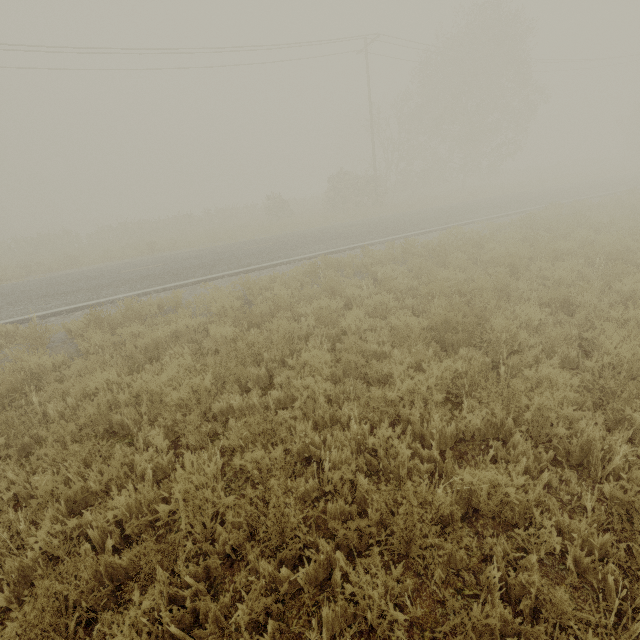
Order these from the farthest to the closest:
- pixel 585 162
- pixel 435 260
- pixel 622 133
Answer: pixel 585 162 → pixel 622 133 → pixel 435 260
